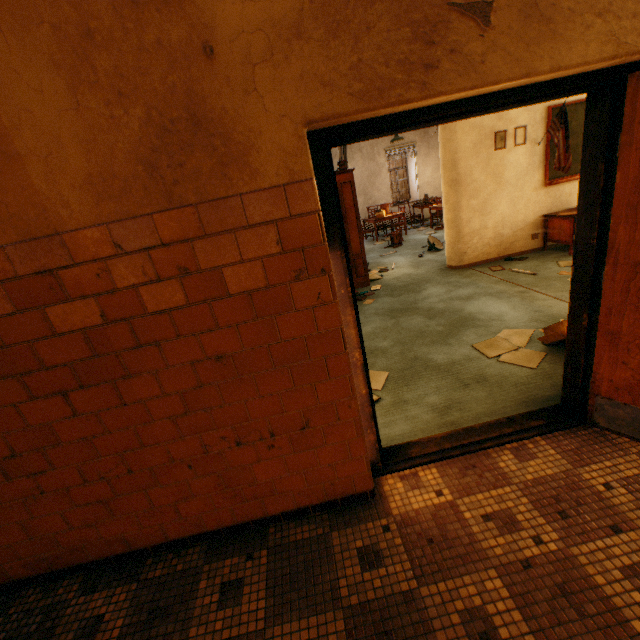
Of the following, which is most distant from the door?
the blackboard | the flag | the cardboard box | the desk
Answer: the blackboard

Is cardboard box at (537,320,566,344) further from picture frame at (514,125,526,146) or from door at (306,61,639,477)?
picture frame at (514,125,526,146)

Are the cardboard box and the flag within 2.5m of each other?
no

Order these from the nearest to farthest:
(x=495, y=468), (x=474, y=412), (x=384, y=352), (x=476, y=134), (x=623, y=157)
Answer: (x=623, y=157)
(x=495, y=468)
(x=474, y=412)
(x=384, y=352)
(x=476, y=134)

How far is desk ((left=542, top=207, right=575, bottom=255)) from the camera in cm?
566

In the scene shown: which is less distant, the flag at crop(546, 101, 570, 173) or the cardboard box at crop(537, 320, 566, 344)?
the cardboard box at crop(537, 320, 566, 344)

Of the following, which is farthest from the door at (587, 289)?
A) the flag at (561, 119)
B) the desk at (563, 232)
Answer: the flag at (561, 119)

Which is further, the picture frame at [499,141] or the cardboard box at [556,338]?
the picture frame at [499,141]
